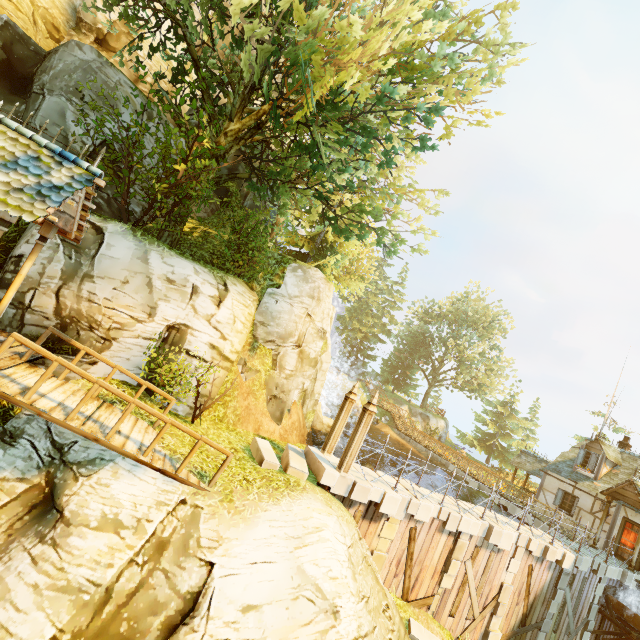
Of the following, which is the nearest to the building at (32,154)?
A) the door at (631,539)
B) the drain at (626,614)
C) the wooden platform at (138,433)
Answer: the wooden platform at (138,433)

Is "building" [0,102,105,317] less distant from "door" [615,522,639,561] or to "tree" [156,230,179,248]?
"tree" [156,230,179,248]

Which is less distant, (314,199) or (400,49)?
(400,49)

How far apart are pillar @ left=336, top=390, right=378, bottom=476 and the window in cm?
1928

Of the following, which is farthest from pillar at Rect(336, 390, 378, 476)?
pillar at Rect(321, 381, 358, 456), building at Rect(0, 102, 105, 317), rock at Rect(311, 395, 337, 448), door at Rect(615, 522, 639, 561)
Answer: door at Rect(615, 522, 639, 561)

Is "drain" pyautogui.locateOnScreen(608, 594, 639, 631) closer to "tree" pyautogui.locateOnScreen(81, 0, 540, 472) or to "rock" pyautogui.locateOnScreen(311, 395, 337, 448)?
"rock" pyautogui.locateOnScreen(311, 395, 337, 448)

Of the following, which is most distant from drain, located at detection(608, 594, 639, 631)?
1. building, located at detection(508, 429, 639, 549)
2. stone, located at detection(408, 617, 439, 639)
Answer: stone, located at detection(408, 617, 439, 639)

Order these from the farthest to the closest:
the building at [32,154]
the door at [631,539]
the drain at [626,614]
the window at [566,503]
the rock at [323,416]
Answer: the window at [566,503] → the rock at [323,416] → the door at [631,539] → the drain at [626,614] → the building at [32,154]
